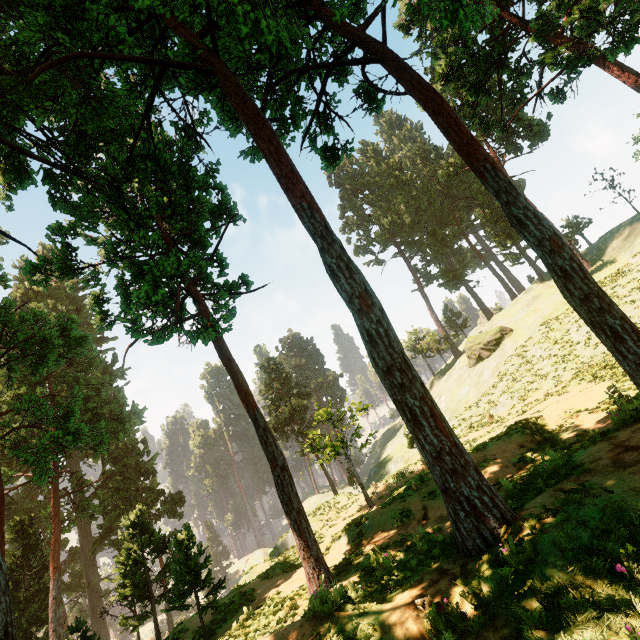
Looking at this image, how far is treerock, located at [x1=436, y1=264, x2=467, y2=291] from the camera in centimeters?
5741cm

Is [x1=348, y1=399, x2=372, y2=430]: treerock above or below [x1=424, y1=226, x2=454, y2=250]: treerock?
below

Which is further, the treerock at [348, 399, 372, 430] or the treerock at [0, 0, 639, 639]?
the treerock at [348, 399, 372, 430]

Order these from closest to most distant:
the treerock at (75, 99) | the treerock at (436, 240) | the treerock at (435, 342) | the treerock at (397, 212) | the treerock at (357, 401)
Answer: the treerock at (75, 99)
the treerock at (357, 401)
the treerock at (435, 342)
the treerock at (397, 212)
the treerock at (436, 240)

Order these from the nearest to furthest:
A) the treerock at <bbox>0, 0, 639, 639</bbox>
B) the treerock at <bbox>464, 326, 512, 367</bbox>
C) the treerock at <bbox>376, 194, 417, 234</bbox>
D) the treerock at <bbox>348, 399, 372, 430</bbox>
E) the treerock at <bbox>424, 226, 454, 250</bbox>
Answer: the treerock at <bbox>0, 0, 639, 639</bbox>, the treerock at <bbox>348, 399, 372, 430</bbox>, the treerock at <bbox>464, 326, 512, 367</bbox>, the treerock at <bbox>376, 194, 417, 234</bbox>, the treerock at <bbox>424, 226, 454, 250</bbox>

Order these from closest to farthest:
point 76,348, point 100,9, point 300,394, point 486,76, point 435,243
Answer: point 100,9 → point 486,76 → point 76,348 → point 300,394 → point 435,243

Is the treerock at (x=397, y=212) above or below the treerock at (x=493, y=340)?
above
